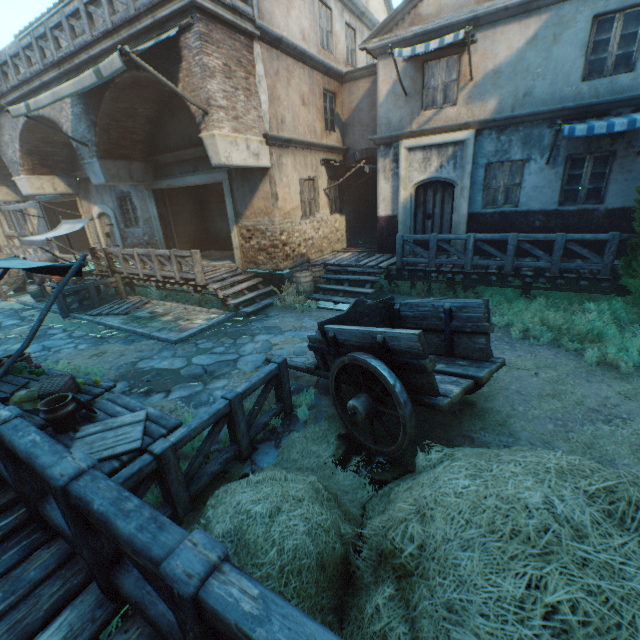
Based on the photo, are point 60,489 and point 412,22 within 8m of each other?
no

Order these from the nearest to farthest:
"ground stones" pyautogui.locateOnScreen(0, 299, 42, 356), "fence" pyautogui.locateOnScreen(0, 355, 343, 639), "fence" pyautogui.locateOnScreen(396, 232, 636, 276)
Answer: "fence" pyautogui.locateOnScreen(0, 355, 343, 639) < "fence" pyautogui.locateOnScreen(396, 232, 636, 276) < "ground stones" pyautogui.locateOnScreen(0, 299, 42, 356)

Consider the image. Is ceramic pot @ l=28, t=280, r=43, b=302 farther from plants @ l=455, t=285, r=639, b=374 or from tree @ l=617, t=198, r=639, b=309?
tree @ l=617, t=198, r=639, b=309

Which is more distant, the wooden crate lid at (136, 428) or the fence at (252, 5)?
the fence at (252, 5)

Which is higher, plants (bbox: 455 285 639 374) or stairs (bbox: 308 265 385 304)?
stairs (bbox: 308 265 385 304)

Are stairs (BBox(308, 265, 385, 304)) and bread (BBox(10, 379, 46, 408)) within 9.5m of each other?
yes

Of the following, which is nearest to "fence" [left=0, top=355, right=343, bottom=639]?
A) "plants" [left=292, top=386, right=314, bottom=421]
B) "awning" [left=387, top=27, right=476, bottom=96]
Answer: "plants" [left=292, top=386, right=314, bottom=421]

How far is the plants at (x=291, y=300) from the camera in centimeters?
980cm
